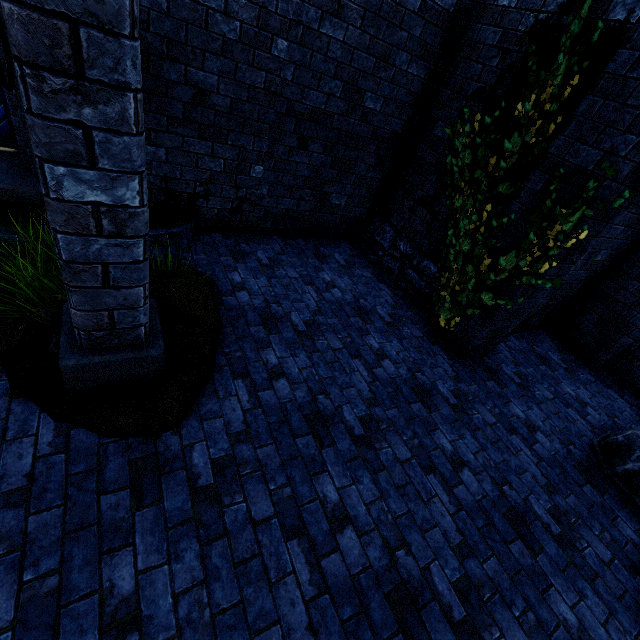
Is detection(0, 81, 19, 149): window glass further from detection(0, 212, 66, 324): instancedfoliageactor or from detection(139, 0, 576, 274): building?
detection(0, 212, 66, 324): instancedfoliageactor

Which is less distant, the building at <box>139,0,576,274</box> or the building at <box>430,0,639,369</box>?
the building at <box>430,0,639,369</box>

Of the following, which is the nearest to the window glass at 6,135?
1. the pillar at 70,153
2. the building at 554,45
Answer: the building at 554,45

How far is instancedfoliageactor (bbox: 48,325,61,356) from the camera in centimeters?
267cm

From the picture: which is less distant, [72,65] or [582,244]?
[72,65]

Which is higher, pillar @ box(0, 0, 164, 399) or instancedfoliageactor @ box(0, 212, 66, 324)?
pillar @ box(0, 0, 164, 399)

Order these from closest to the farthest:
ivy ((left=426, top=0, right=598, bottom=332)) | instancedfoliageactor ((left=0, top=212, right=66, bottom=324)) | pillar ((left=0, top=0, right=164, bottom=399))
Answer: pillar ((left=0, top=0, right=164, bottom=399)), instancedfoliageactor ((left=0, top=212, right=66, bottom=324)), ivy ((left=426, top=0, right=598, bottom=332))

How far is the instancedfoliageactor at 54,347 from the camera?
2.67m
